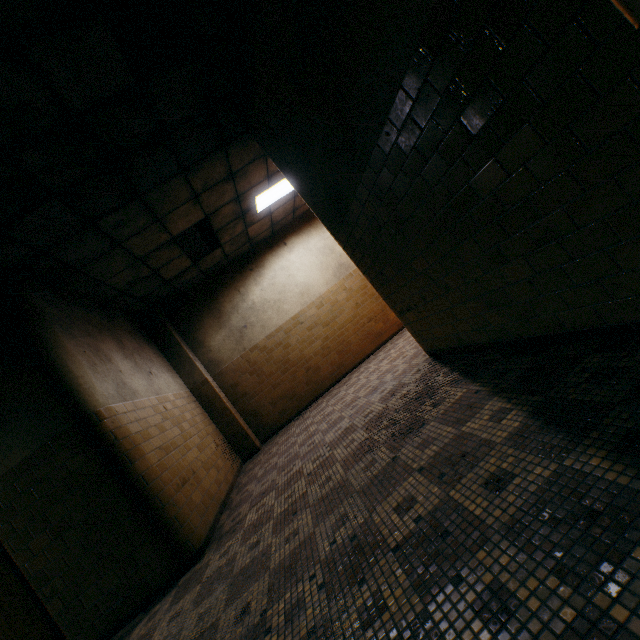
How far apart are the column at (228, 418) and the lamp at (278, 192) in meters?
3.1 m

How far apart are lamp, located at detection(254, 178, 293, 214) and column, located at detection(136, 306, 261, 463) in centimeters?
313cm

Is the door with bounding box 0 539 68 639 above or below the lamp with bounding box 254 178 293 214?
below

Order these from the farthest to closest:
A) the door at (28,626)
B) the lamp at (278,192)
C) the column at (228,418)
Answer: the column at (228,418) < the lamp at (278,192) < the door at (28,626)

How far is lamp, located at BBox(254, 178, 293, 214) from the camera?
6.2m

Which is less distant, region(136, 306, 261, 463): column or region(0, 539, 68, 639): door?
region(0, 539, 68, 639): door

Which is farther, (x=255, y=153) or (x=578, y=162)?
(x=255, y=153)

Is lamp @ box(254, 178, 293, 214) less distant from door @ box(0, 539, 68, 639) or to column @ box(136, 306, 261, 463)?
column @ box(136, 306, 261, 463)
